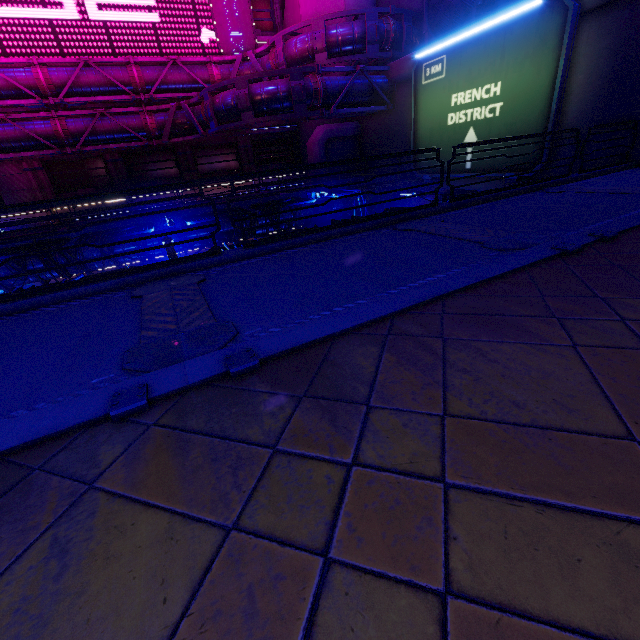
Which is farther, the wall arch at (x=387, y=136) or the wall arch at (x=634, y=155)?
the wall arch at (x=387, y=136)

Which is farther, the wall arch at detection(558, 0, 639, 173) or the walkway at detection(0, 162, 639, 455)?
the wall arch at detection(558, 0, 639, 173)

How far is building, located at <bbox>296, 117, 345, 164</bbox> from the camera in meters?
25.1

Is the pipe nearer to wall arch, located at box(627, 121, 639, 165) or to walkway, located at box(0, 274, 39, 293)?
wall arch, located at box(627, 121, 639, 165)

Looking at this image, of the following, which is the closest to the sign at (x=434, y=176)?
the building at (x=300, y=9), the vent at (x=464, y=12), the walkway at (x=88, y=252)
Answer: the walkway at (x=88, y=252)

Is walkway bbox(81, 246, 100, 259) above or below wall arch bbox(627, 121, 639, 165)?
below

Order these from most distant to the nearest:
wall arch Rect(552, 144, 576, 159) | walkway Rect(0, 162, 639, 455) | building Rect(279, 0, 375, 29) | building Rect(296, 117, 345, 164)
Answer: building Rect(296, 117, 345, 164) < building Rect(279, 0, 375, 29) < wall arch Rect(552, 144, 576, 159) < walkway Rect(0, 162, 639, 455)

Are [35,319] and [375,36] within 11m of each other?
no
